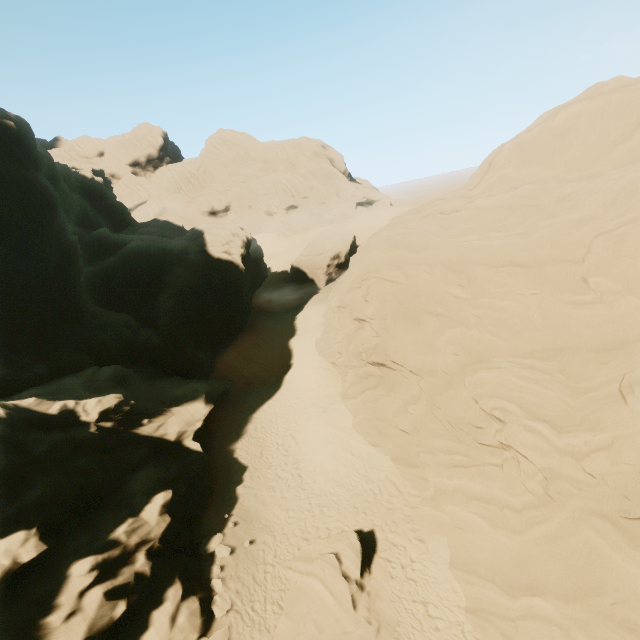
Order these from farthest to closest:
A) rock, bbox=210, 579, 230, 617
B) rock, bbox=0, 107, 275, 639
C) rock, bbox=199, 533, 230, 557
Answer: rock, bbox=199, 533, 230, 557 → rock, bbox=210, 579, 230, 617 → rock, bbox=0, 107, 275, 639

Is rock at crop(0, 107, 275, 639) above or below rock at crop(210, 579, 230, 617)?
above

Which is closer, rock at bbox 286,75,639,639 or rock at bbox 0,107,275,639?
rock at bbox 286,75,639,639

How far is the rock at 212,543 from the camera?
14.6m

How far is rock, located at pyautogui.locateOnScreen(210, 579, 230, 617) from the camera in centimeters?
1244cm

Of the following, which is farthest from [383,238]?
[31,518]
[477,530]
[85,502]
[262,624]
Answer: [31,518]

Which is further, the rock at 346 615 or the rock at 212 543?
the rock at 212 543
